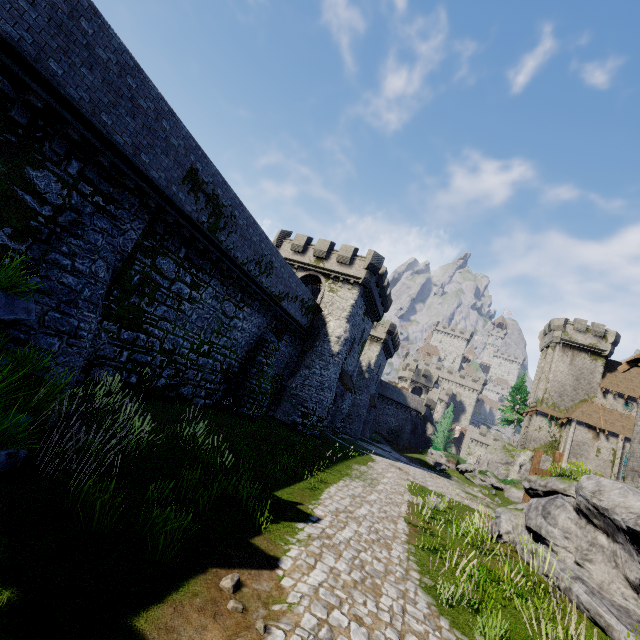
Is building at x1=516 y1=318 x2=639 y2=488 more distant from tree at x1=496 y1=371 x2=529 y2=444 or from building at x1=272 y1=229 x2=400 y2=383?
building at x1=272 y1=229 x2=400 y2=383

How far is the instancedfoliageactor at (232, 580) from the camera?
4.81m

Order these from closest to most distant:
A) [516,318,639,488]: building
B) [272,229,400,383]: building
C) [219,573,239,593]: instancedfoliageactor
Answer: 1. [219,573,239,593]: instancedfoliageactor
2. [272,229,400,383]: building
3. [516,318,639,488]: building

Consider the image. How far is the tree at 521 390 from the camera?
54.6m

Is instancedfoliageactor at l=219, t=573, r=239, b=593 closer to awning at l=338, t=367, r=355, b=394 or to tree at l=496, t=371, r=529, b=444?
awning at l=338, t=367, r=355, b=394

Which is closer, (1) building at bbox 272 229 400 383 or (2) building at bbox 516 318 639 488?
(1) building at bbox 272 229 400 383

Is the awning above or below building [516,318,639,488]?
below

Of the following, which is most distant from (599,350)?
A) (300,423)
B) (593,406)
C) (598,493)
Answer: (598,493)
